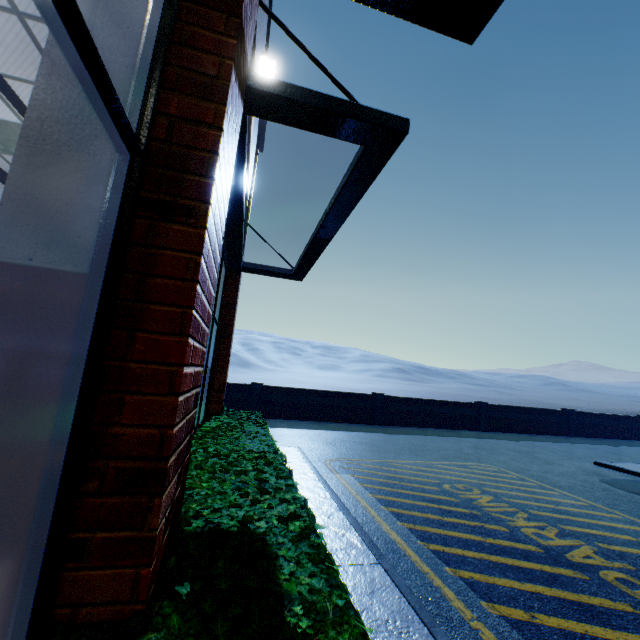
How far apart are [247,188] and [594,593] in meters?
7.2 m

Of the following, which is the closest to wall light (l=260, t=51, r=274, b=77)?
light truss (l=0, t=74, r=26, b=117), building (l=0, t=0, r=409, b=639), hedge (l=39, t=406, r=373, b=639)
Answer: building (l=0, t=0, r=409, b=639)

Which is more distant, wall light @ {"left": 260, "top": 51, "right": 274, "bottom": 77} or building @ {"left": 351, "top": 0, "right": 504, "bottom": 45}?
wall light @ {"left": 260, "top": 51, "right": 274, "bottom": 77}

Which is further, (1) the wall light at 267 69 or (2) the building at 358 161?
(1) the wall light at 267 69

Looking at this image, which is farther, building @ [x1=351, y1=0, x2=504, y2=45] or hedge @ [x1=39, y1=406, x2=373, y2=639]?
building @ [x1=351, y1=0, x2=504, y2=45]

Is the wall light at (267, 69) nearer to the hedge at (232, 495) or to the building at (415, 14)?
the building at (415, 14)

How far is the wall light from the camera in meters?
4.3

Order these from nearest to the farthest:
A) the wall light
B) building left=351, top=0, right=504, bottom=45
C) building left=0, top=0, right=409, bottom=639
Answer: building left=0, top=0, right=409, bottom=639, building left=351, top=0, right=504, bottom=45, the wall light
